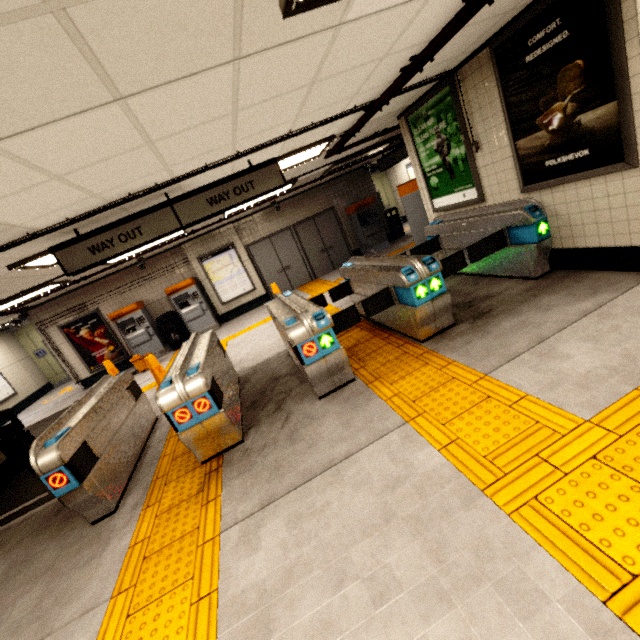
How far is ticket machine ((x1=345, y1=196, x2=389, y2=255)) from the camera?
11.3 meters

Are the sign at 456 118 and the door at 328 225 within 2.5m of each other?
no

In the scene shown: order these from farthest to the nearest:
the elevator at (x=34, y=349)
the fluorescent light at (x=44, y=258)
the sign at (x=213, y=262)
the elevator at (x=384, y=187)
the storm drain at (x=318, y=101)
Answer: the elevator at (x=384, y=187), the elevator at (x=34, y=349), the sign at (x=213, y=262), the fluorescent light at (x=44, y=258), the storm drain at (x=318, y=101)

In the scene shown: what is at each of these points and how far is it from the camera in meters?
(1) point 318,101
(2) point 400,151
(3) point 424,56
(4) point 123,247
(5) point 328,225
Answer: (1) storm drain, 3.4 m
(2) sign, 9.1 m
(3) pipe, 3.3 m
(4) sign, 4.1 m
(5) door, 11.7 m

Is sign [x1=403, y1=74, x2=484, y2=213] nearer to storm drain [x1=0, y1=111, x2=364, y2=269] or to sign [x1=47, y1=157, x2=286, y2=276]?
storm drain [x1=0, y1=111, x2=364, y2=269]

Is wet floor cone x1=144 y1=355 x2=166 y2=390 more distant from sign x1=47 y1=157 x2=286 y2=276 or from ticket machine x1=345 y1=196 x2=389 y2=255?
ticket machine x1=345 y1=196 x2=389 y2=255

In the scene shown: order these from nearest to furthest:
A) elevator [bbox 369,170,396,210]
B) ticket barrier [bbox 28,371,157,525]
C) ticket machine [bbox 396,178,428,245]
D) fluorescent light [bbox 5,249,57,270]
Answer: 1. ticket barrier [bbox 28,371,157,525]
2. fluorescent light [bbox 5,249,57,270]
3. ticket machine [bbox 396,178,428,245]
4. elevator [bbox 369,170,396,210]

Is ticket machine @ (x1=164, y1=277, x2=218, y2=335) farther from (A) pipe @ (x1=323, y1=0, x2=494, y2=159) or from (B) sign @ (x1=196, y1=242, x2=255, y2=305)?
(A) pipe @ (x1=323, y1=0, x2=494, y2=159)
